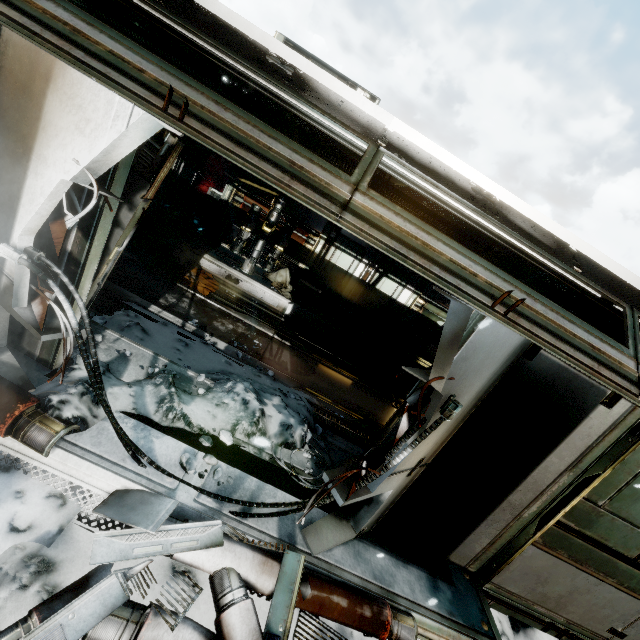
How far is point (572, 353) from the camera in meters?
3.2

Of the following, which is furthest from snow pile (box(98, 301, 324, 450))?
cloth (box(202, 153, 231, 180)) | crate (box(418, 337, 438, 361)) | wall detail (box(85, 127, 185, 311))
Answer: cloth (box(202, 153, 231, 180))

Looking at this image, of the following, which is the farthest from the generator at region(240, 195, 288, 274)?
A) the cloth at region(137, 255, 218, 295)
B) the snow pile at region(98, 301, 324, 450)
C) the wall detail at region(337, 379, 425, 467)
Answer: the wall detail at region(337, 379, 425, 467)

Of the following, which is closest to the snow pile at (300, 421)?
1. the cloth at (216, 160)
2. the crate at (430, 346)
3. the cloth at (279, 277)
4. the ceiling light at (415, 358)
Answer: the cloth at (279, 277)

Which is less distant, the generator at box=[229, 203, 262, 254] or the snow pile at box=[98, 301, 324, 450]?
the snow pile at box=[98, 301, 324, 450]

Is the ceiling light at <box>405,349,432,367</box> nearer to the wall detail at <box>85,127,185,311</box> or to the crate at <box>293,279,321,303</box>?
the crate at <box>293,279,321,303</box>

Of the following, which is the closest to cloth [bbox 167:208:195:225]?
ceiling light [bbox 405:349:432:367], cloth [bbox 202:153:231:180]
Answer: cloth [bbox 202:153:231:180]

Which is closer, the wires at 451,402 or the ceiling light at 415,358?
the wires at 451,402
